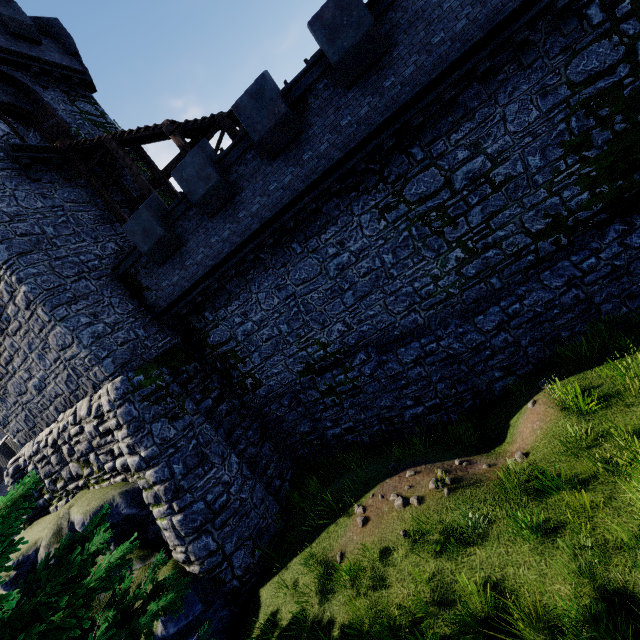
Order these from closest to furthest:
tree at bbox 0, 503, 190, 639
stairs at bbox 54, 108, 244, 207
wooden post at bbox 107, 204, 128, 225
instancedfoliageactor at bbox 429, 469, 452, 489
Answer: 1. tree at bbox 0, 503, 190, 639
2. instancedfoliageactor at bbox 429, 469, 452, 489
3. stairs at bbox 54, 108, 244, 207
4. wooden post at bbox 107, 204, 128, 225

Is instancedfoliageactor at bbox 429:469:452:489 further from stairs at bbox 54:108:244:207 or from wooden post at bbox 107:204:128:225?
wooden post at bbox 107:204:128:225

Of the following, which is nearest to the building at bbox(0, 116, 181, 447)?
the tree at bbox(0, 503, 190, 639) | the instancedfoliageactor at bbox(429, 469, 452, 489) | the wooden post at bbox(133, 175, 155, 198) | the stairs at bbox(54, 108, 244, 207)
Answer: the stairs at bbox(54, 108, 244, 207)

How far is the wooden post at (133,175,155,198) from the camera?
13.5 meters

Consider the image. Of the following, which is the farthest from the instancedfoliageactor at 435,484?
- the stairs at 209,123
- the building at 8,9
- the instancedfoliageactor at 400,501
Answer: the stairs at 209,123

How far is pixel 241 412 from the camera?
14.3 meters

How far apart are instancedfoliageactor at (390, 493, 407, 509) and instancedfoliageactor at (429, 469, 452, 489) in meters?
0.4 m

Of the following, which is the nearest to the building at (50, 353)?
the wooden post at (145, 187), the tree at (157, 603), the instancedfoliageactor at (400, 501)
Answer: the wooden post at (145, 187)
